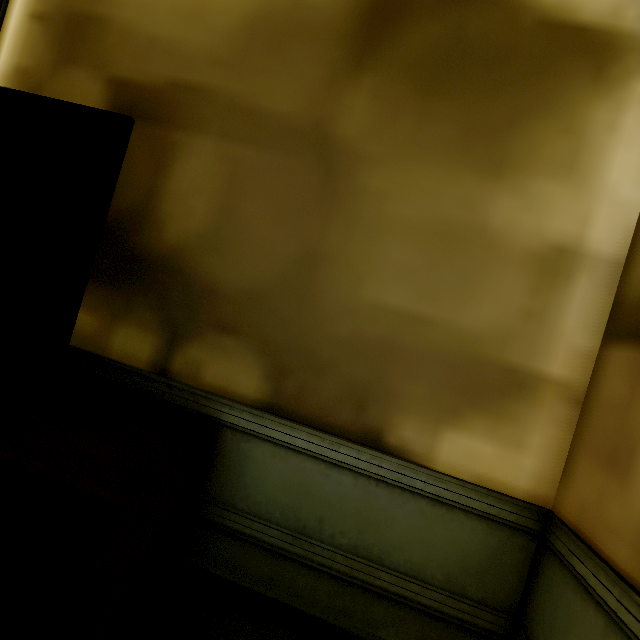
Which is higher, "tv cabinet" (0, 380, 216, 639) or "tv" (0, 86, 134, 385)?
"tv" (0, 86, 134, 385)

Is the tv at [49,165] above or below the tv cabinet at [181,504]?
above

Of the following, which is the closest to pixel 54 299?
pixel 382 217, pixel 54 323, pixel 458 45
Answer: pixel 54 323
